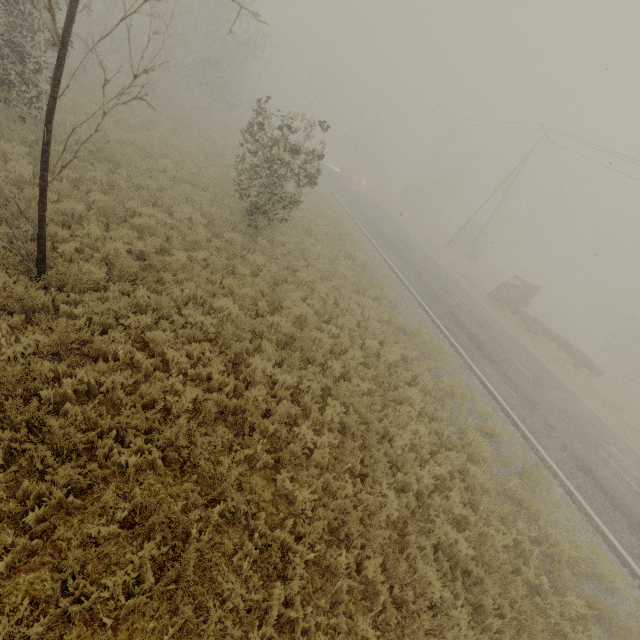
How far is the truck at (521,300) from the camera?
19.3 meters

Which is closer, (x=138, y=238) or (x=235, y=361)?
(x=235, y=361)

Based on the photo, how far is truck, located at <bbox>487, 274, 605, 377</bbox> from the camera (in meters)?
19.31
